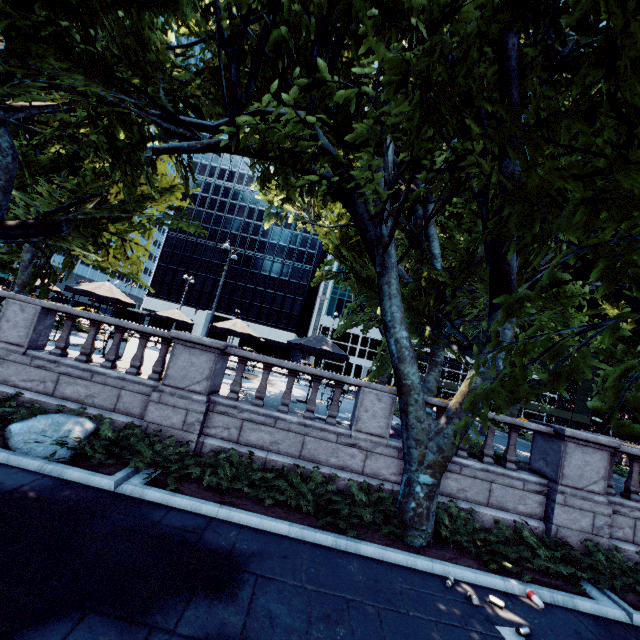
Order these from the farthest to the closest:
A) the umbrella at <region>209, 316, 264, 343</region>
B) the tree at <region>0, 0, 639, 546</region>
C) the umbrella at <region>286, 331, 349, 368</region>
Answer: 1. the umbrella at <region>209, 316, 264, 343</region>
2. the umbrella at <region>286, 331, 349, 368</region>
3. the tree at <region>0, 0, 639, 546</region>

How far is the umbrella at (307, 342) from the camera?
12.7m

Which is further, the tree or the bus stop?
the bus stop

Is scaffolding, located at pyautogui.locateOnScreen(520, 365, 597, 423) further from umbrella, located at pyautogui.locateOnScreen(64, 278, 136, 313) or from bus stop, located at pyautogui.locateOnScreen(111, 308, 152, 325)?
umbrella, located at pyautogui.locateOnScreen(64, 278, 136, 313)

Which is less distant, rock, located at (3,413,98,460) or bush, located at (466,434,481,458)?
rock, located at (3,413,98,460)

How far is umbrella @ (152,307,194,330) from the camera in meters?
21.7

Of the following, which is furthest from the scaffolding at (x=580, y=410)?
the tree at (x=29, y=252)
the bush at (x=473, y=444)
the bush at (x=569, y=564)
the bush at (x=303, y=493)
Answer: the bush at (x=303, y=493)

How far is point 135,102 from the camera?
6.87m
